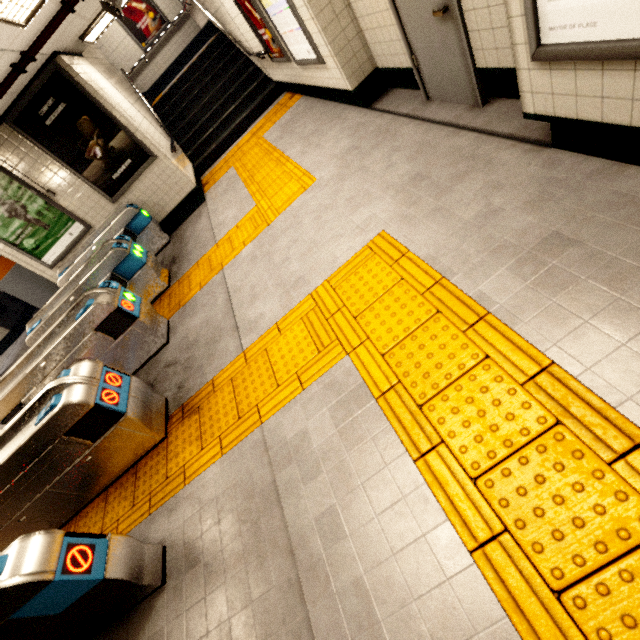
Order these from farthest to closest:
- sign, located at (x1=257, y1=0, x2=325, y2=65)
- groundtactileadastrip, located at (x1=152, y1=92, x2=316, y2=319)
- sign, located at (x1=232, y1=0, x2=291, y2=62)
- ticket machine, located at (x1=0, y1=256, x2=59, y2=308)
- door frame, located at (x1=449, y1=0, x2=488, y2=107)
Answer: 1. ticket machine, located at (x1=0, y1=256, x2=59, y2=308)
2. sign, located at (x1=232, y1=0, x2=291, y2=62)
3. groundtactileadastrip, located at (x1=152, y1=92, x2=316, y2=319)
4. sign, located at (x1=257, y1=0, x2=325, y2=65)
5. door frame, located at (x1=449, y1=0, x2=488, y2=107)

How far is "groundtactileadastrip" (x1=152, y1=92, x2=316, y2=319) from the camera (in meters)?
4.60

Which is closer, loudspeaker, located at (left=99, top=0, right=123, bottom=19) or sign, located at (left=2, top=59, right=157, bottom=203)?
loudspeaker, located at (left=99, top=0, right=123, bottom=19)

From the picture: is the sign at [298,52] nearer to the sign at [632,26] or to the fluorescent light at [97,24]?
the fluorescent light at [97,24]

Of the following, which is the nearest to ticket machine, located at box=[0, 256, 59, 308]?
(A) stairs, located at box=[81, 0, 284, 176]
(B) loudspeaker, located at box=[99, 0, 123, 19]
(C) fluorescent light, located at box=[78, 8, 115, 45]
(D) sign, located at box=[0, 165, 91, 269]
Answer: (D) sign, located at box=[0, 165, 91, 269]

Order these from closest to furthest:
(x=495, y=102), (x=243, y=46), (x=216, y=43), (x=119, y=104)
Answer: (x=495, y=102)
(x=119, y=104)
(x=243, y=46)
(x=216, y=43)

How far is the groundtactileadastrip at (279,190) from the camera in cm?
460

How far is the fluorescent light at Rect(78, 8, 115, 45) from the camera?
5.4 meters
